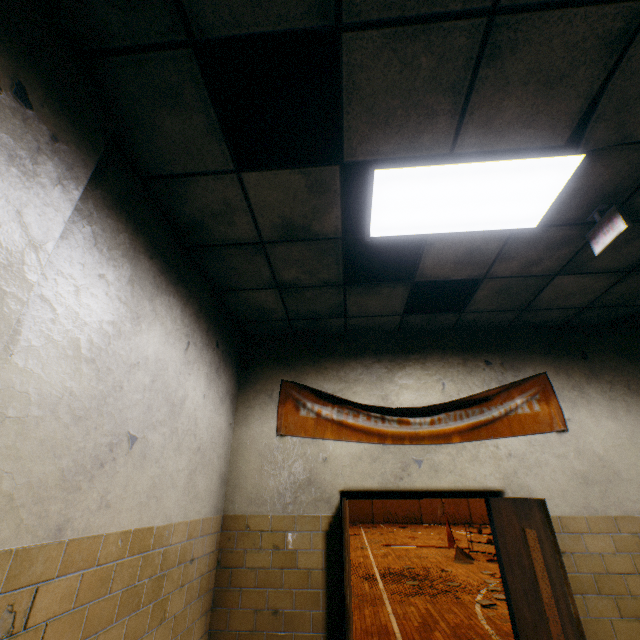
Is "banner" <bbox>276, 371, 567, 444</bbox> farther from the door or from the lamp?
the lamp

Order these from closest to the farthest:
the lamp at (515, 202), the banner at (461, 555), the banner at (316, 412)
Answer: the lamp at (515, 202) < the banner at (316, 412) < the banner at (461, 555)

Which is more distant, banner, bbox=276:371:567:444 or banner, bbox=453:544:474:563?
banner, bbox=453:544:474:563

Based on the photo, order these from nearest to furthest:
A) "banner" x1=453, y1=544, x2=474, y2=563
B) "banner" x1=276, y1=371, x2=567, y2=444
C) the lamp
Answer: the lamp → "banner" x1=276, y1=371, x2=567, y2=444 → "banner" x1=453, y1=544, x2=474, y2=563

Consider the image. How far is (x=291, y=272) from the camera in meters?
3.0 m

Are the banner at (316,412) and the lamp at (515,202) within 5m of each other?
yes

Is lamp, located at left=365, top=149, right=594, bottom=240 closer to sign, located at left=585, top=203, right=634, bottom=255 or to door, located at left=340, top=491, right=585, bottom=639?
sign, located at left=585, top=203, right=634, bottom=255

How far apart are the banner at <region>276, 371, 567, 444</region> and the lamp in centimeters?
179cm
